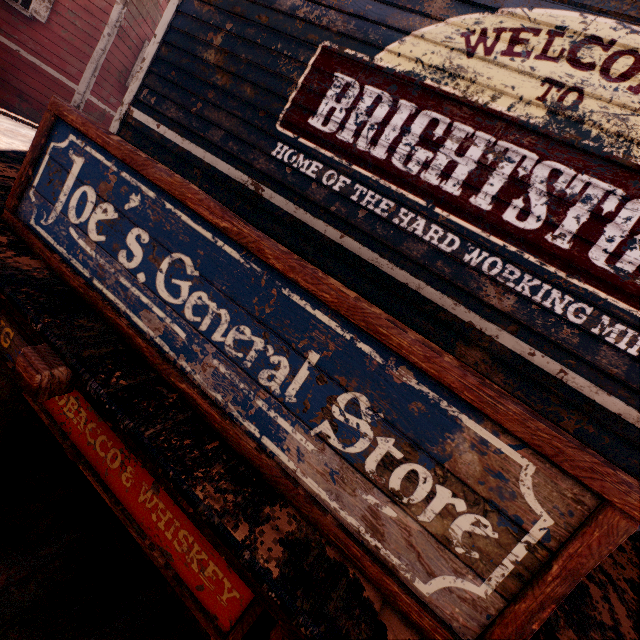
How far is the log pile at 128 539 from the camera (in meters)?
3.39

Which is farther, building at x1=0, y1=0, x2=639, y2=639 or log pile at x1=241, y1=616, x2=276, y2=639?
log pile at x1=241, y1=616, x2=276, y2=639

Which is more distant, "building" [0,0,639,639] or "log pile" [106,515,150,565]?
"log pile" [106,515,150,565]

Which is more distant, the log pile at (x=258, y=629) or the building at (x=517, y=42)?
the log pile at (x=258, y=629)

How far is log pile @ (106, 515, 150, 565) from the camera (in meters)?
3.39

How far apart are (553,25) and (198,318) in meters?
4.0
